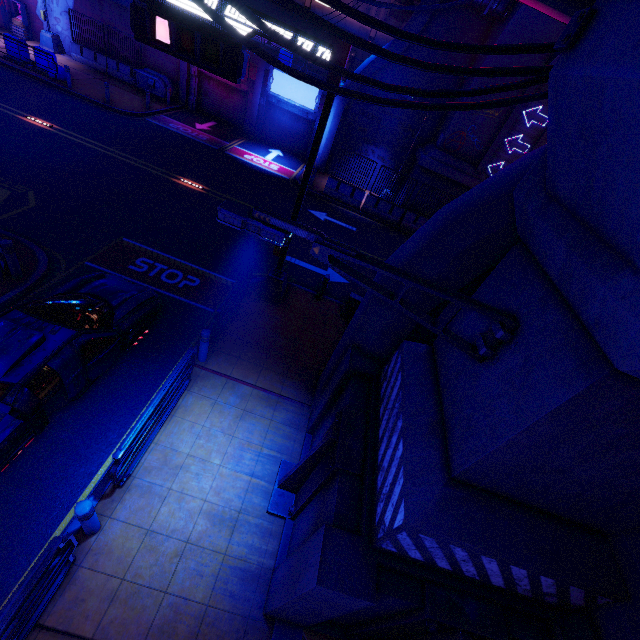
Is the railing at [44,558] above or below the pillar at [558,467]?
below

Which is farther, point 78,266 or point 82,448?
point 78,266

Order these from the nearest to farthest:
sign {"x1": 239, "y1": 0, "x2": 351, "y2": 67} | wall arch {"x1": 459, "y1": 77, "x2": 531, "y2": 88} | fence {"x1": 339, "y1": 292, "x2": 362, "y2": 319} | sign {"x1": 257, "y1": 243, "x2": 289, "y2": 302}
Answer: sign {"x1": 239, "y1": 0, "x2": 351, "y2": 67} < sign {"x1": 257, "y1": 243, "x2": 289, "y2": 302} < fence {"x1": 339, "y1": 292, "x2": 362, "y2": 319} < wall arch {"x1": 459, "y1": 77, "x2": 531, "y2": 88}

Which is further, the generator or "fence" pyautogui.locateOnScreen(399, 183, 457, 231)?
the generator

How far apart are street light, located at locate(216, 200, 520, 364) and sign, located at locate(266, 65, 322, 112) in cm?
2295

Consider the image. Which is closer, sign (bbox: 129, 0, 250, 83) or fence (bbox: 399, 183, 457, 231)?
sign (bbox: 129, 0, 250, 83)

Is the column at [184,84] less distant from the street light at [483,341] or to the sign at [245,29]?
the sign at [245,29]

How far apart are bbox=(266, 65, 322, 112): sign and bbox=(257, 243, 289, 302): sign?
16.5m
